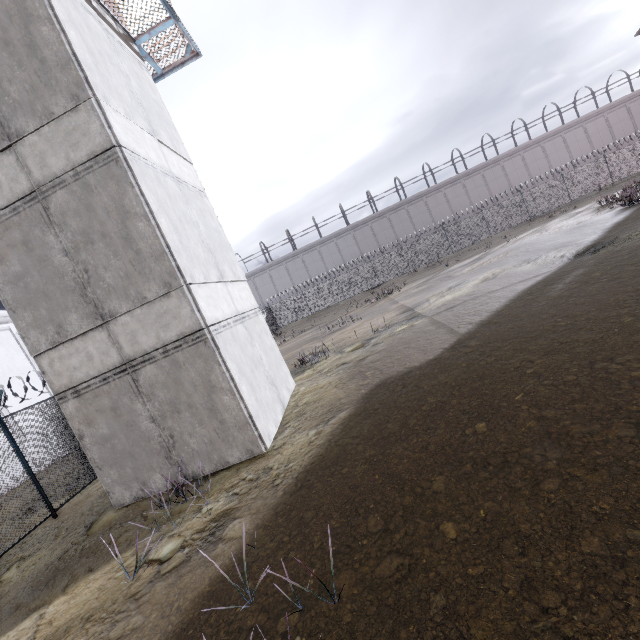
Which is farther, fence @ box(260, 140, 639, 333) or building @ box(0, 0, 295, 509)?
fence @ box(260, 140, 639, 333)

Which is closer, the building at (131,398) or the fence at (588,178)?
the building at (131,398)

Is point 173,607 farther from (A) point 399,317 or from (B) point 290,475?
(A) point 399,317
